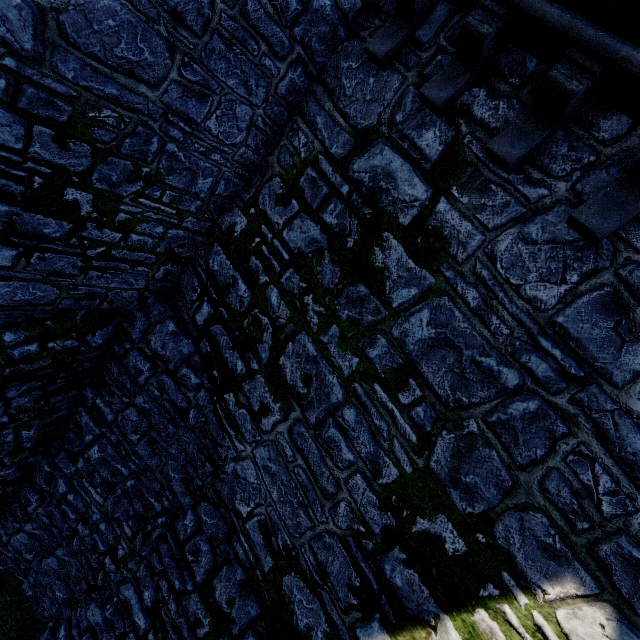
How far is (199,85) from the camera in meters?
3.7 m
